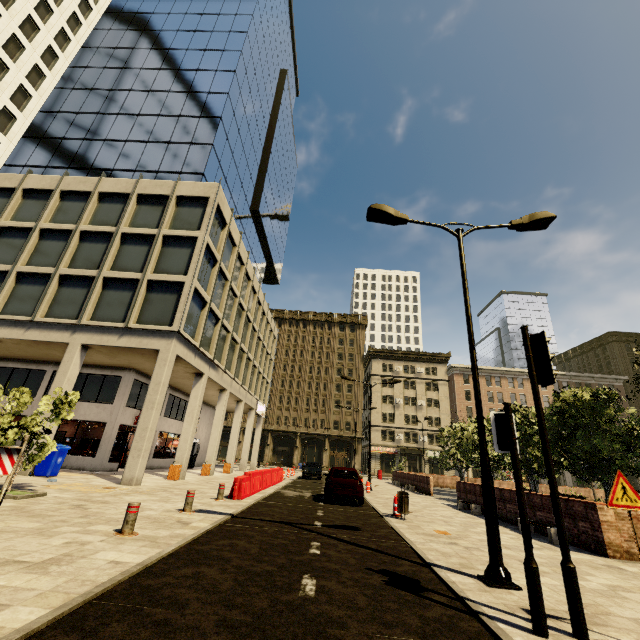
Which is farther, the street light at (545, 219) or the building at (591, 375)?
the building at (591, 375)

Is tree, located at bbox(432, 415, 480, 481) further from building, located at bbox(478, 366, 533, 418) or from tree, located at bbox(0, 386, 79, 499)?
tree, located at bbox(0, 386, 79, 499)

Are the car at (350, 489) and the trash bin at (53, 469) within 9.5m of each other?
no

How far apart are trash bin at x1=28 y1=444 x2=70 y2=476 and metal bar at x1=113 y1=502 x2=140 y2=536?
10.7m

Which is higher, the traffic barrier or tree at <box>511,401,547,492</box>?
tree at <box>511,401,547,492</box>

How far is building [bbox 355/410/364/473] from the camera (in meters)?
53.81

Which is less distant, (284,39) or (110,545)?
(110,545)

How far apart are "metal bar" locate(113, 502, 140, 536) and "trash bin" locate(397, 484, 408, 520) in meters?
8.4
